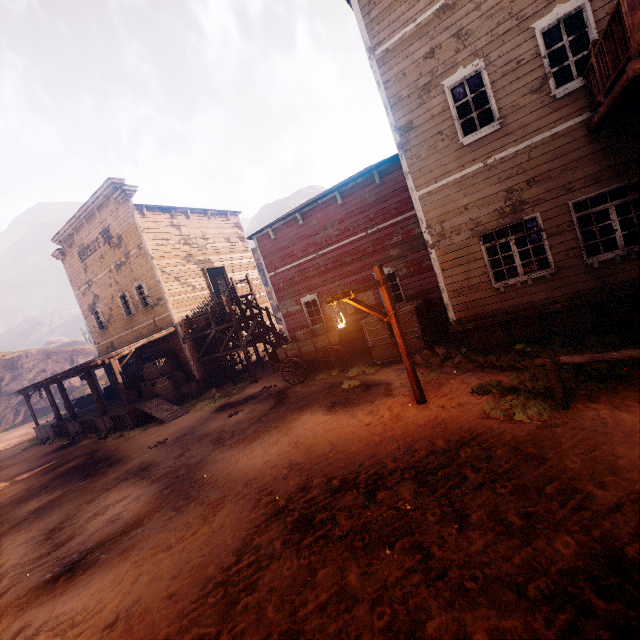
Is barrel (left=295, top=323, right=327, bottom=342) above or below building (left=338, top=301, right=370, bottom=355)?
above

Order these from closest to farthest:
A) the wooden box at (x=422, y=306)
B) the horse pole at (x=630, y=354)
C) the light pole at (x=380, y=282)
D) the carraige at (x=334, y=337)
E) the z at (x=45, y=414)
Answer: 1. the horse pole at (x=630, y=354)
2. the light pole at (x=380, y=282)
3. the wooden box at (x=422, y=306)
4. the carraige at (x=334, y=337)
5. the z at (x=45, y=414)

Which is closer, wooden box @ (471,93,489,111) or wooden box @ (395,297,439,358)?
wooden box @ (471,93,489,111)

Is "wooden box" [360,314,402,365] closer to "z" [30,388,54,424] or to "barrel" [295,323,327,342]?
"z" [30,388,54,424]

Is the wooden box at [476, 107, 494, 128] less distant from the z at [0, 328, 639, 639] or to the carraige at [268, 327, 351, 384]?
the z at [0, 328, 639, 639]

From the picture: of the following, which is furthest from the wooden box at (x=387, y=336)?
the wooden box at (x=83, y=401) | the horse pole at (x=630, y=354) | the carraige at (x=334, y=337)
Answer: the wooden box at (x=83, y=401)

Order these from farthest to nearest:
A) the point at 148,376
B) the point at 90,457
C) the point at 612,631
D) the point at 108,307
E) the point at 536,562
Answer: the point at 108,307 < the point at 148,376 < the point at 90,457 < the point at 536,562 < the point at 612,631

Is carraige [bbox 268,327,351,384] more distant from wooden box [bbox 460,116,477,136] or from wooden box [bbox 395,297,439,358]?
wooden box [bbox 460,116,477,136]
